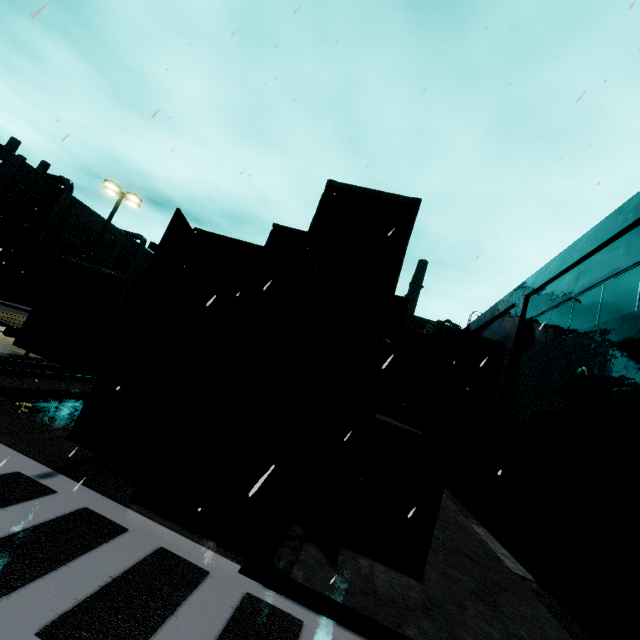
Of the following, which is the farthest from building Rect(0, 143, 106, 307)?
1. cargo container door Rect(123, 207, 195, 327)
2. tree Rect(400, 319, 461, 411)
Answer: cargo container door Rect(123, 207, 195, 327)

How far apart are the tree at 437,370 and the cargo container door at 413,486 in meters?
19.5 m

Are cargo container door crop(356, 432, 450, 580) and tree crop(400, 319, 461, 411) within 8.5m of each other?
no

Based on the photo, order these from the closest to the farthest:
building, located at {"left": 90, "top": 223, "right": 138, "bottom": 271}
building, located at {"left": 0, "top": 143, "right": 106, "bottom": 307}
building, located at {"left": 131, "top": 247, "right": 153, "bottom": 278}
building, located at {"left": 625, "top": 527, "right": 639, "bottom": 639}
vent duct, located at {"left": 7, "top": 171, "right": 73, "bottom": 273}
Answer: building, located at {"left": 625, "top": 527, "right": 639, "bottom": 639} < building, located at {"left": 0, "top": 143, "right": 106, "bottom": 307} < vent duct, located at {"left": 7, "top": 171, "right": 73, "bottom": 273} < building, located at {"left": 90, "top": 223, "right": 138, "bottom": 271} < building, located at {"left": 131, "top": 247, "right": 153, "bottom": 278}

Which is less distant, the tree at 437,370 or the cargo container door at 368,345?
the cargo container door at 368,345

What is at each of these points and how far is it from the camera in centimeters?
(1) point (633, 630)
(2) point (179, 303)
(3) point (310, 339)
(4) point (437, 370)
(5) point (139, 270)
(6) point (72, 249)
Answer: (1) building, 586cm
(2) cargo container, 778cm
(3) cargo container door, 661cm
(4) tree, 2536cm
(5) building, 5488cm
(6) building, 4291cm

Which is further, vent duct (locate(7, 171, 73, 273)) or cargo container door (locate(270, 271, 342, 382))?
vent duct (locate(7, 171, 73, 273))

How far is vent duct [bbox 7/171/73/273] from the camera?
36.6m
